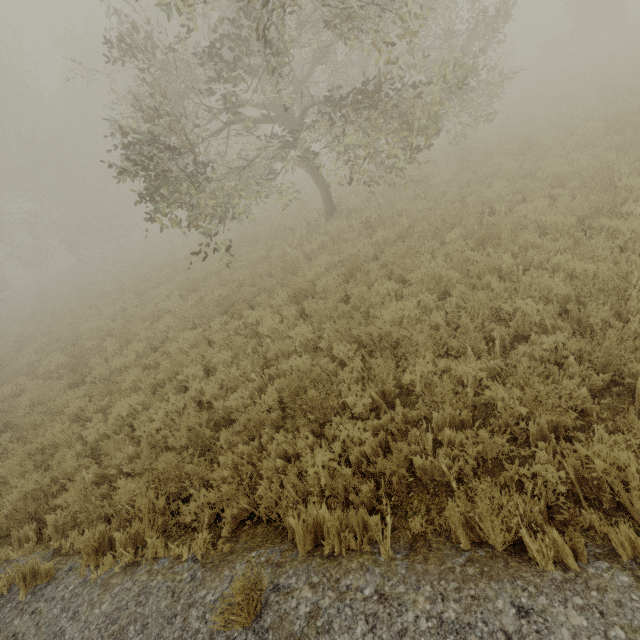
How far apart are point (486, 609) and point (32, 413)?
10.49m
